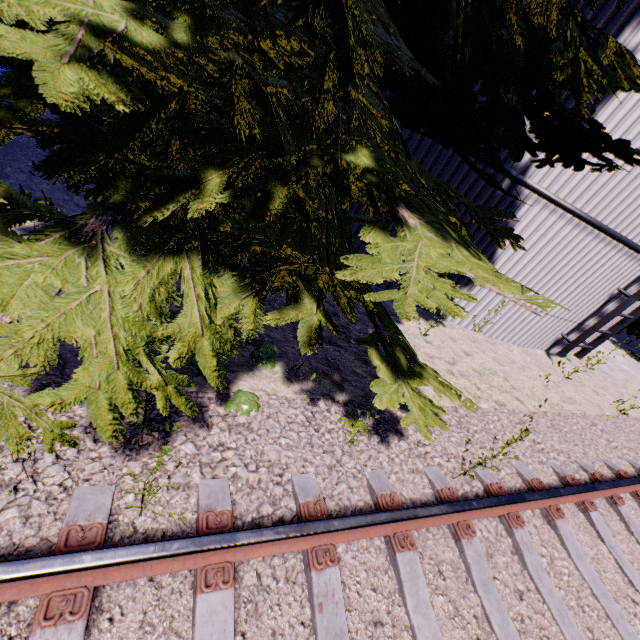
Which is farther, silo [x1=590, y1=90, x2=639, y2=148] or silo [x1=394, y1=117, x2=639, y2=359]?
silo [x1=394, y1=117, x2=639, y2=359]

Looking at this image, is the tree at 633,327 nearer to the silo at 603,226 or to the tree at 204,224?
the silo at 603,226

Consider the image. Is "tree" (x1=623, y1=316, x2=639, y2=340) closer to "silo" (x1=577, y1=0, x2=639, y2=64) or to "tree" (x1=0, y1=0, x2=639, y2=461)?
"silo" (x1=577, y1=0, x2=639, y2=64)

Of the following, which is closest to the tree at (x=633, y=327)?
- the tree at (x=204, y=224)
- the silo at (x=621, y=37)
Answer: the silo at (x=621, y=37)

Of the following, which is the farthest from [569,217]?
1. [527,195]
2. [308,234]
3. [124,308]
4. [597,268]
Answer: [124,308]

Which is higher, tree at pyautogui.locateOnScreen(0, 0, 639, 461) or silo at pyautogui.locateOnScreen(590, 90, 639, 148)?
silo at pyautogui.locateOnScreen(590, 90, 639, 148)
